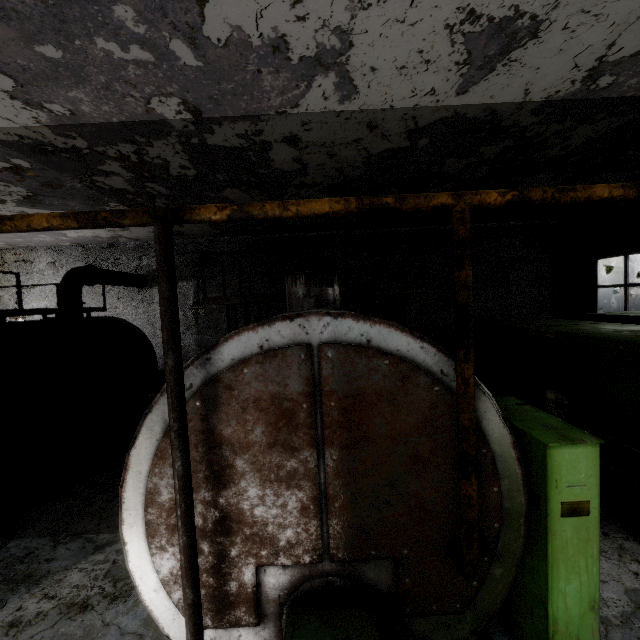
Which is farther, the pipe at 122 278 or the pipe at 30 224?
the pipe at 122 278

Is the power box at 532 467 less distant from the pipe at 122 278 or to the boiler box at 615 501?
the boiler box at 615 501

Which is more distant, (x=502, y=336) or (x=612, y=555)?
(x=502, y=336)

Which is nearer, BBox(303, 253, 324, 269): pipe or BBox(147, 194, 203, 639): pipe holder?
BBox(147, 194, 203, 639): pipe holder

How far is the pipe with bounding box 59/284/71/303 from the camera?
9.8 meters

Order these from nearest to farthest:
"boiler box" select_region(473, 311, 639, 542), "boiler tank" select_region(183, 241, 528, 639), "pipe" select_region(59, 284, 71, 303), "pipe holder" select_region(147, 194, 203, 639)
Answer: "pipe holder" select_region(147, 194, 203, 639)
"boiler tank" select_region(183, 241, 528, 639)
"boiler box" select_region(473, 311, 639, 542)
"pipe" select_region(59, 284, 71, 303)
